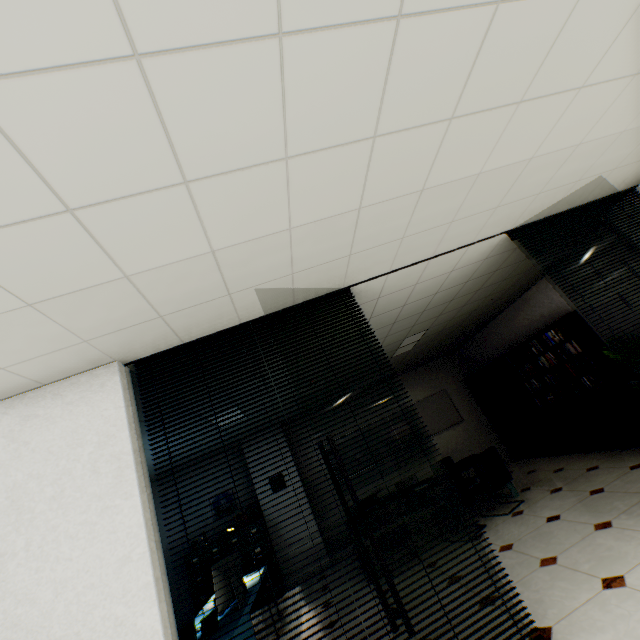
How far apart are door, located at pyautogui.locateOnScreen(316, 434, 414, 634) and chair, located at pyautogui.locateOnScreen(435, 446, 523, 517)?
4.0 meters

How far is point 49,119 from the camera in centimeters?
110cm

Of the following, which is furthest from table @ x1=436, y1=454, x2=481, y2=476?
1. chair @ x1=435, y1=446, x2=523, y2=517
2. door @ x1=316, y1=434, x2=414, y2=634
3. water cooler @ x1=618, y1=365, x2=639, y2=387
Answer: door @ x1=316, y1=434, x2=414, y2=634

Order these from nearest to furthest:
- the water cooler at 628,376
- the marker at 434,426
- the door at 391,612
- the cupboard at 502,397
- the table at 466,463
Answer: the door at 391,612 < the water cooler at 628,376 < the table at 466,463 < the cupboard at 502,397 < the marker at 434,426

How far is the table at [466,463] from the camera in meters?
5.5

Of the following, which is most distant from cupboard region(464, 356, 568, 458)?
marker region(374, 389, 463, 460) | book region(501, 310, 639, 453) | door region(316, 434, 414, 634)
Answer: door region(316, 434, 414, 634)

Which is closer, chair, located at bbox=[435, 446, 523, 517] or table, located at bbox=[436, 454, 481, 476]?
chair, located at bbox=[435, 446, 523, 517]

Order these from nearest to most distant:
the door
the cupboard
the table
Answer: the door
the table
the cupboard
